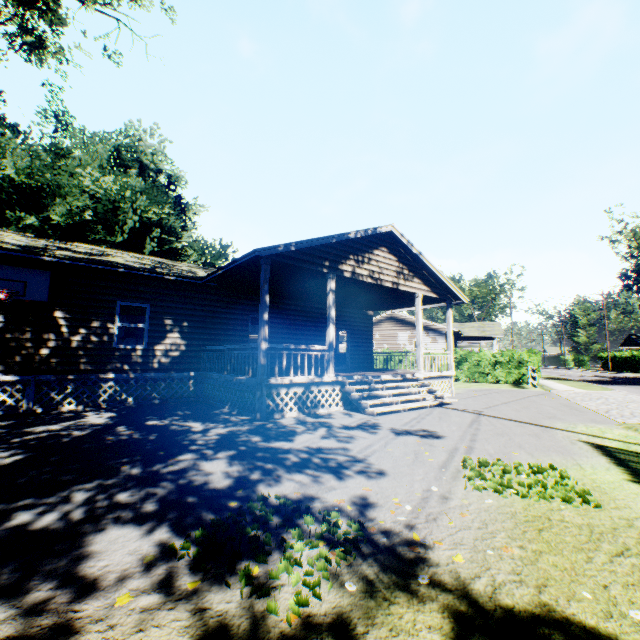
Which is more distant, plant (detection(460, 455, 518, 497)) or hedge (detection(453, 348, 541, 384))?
hedge (detection(453, 348, 541, 384))

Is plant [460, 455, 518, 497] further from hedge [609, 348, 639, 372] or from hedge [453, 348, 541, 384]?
hedge [609, 348, 639, 372]

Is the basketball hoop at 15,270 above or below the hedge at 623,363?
above

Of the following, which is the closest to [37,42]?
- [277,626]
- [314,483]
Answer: [314,483]

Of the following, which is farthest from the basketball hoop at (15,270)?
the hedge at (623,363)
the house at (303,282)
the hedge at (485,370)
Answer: the hedge at (623,363)

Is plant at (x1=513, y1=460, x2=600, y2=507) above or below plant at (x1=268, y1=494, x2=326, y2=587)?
above

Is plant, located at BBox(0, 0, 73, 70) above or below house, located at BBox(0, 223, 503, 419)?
above

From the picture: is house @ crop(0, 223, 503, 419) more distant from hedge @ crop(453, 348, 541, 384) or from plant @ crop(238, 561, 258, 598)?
plant @ crop(238, 561, 258, 598)
